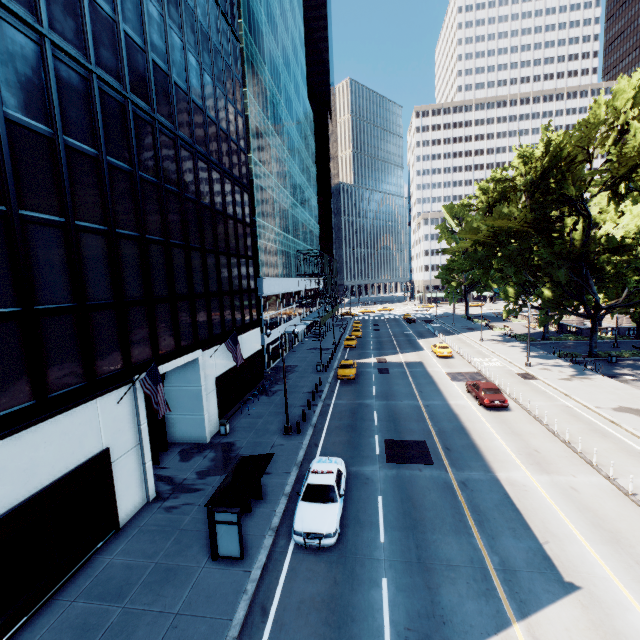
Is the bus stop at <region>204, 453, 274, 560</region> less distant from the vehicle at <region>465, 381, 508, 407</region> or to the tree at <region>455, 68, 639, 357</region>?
the vehicle at <region>465, 381, 508, 407</region>

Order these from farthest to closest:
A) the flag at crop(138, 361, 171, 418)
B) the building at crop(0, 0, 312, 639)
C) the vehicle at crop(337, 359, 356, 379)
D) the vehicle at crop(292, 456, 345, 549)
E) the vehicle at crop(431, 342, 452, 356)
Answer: the vehicle at crop(431, 342, 452, 356) → the vehicle at crop(337, 359, 356, 379) → the flag at crop(138, 361, 171, 418) → the vehicle at crop(292, 456, 345, 549) → the building at crop(0, 0, 312, 639)

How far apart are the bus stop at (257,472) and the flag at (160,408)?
3.6m

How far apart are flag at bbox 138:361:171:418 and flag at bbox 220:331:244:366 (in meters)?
7.97

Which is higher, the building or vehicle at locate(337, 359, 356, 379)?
the building

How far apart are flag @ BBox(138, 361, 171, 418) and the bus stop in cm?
360

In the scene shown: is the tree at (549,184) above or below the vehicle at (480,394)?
above

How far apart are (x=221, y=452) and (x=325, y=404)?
9.9m
